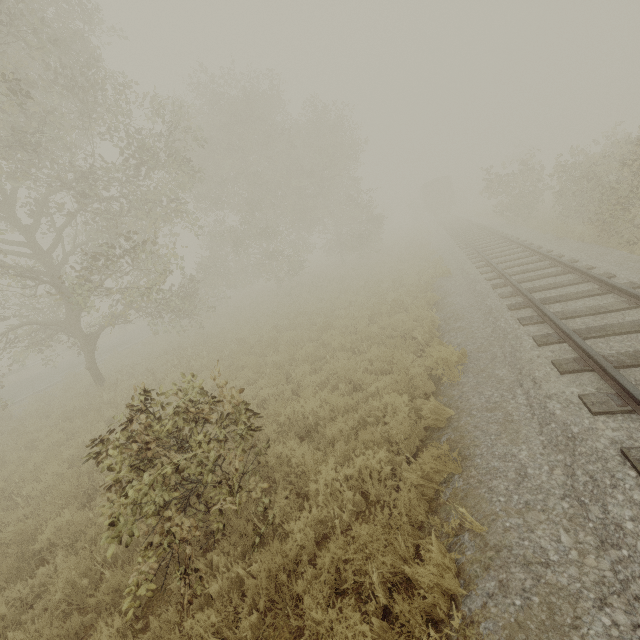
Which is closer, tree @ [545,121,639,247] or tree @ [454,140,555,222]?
tree @ [545,121,639,247]

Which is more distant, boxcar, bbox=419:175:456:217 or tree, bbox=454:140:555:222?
boxcar, bbox=419:175:456:217

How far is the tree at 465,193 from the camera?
19.7m

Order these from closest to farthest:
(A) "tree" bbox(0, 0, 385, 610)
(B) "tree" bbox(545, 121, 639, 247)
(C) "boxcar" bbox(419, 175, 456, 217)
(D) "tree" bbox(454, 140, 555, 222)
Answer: (A) "tree" bbox(0, 0, 385, 610), (B) "tree" bbox(545, 121, 639, 247), (D) "tree" bbox(454, 140, 555, 222), (C) "boxcar" bbox(419, 175, 456, 217)

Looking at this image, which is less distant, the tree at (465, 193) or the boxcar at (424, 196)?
the tree at (465, 193)

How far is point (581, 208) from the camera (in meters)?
15.74
